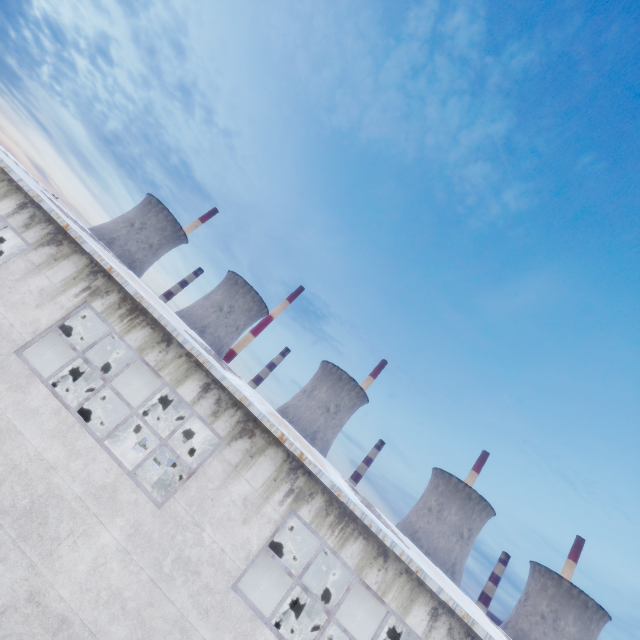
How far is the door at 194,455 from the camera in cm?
2245

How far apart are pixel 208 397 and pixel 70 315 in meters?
4.5 m

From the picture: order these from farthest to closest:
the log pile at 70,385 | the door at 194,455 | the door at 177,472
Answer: the door at 194,455, the door at 177,472, the log pile at 70,385

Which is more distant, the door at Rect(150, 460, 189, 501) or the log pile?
the door at Rect(150, 460, 189, 501)

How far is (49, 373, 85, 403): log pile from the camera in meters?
19.1

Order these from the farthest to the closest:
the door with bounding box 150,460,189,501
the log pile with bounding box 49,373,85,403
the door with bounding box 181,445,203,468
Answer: the door with bounding box 181,445,203,468
the door with bounding box 150,460,189,501
the log pile with bounding box 49,373,85,403

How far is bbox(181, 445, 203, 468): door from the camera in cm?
2245
